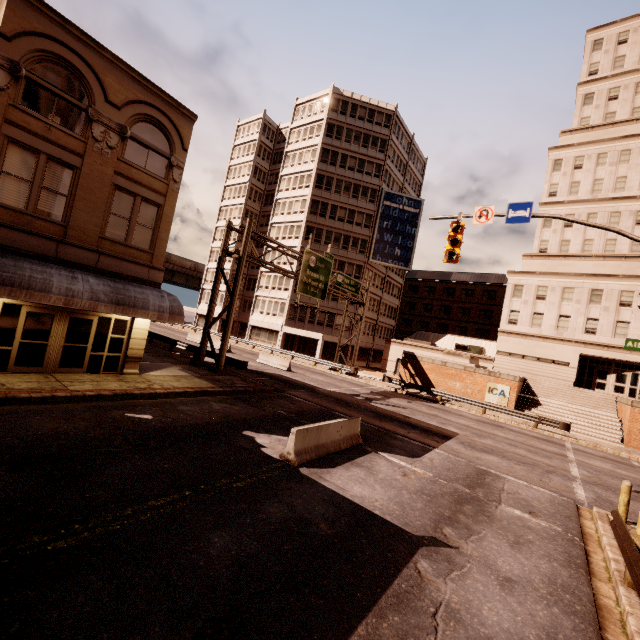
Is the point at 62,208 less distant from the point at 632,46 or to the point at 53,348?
the point at 53,348

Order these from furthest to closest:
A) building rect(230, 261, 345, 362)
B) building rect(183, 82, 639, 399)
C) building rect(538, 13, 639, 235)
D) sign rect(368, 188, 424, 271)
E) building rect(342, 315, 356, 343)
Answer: sign rect(368, 188, 424, 271)
building rect(342, 315, 356, 343)
building rect(230, 261, 345, 362)
building rect(538, 13, 639, 235)
building rect(183, 82, 639, 399)

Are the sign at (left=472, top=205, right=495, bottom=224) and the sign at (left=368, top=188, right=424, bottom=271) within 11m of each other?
no

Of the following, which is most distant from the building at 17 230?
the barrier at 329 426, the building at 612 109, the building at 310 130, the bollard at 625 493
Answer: the building at 612 109

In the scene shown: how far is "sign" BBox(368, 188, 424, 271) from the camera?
46.0m

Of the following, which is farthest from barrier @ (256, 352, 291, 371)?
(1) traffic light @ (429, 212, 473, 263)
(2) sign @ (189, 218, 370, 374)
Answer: (1) traffic light @ (429, 212, 473, 263)

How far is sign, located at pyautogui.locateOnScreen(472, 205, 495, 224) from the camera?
12.02m

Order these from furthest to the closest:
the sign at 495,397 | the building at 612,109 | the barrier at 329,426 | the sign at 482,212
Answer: the building at 612,109 < the sign at 495,397 < the sign at 482,212 < the barrier at 329,426
